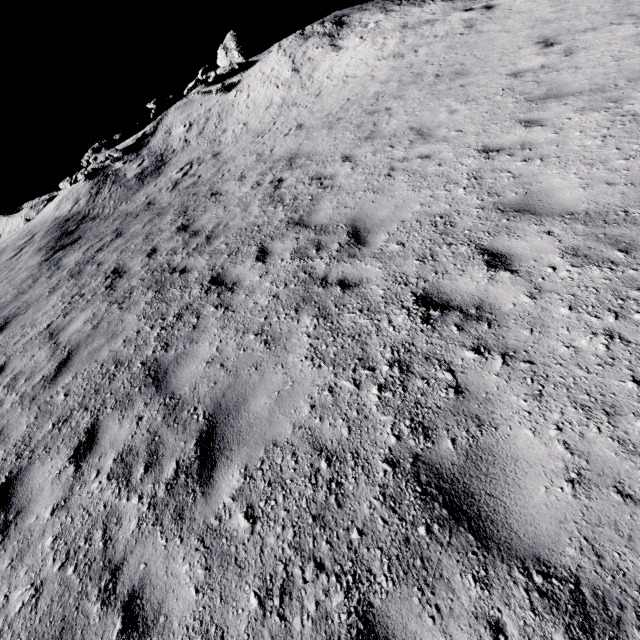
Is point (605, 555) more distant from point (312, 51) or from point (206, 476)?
point (312, 51)

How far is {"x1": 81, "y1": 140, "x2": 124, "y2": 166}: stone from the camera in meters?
19.4 m

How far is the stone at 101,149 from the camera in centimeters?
1939cm
